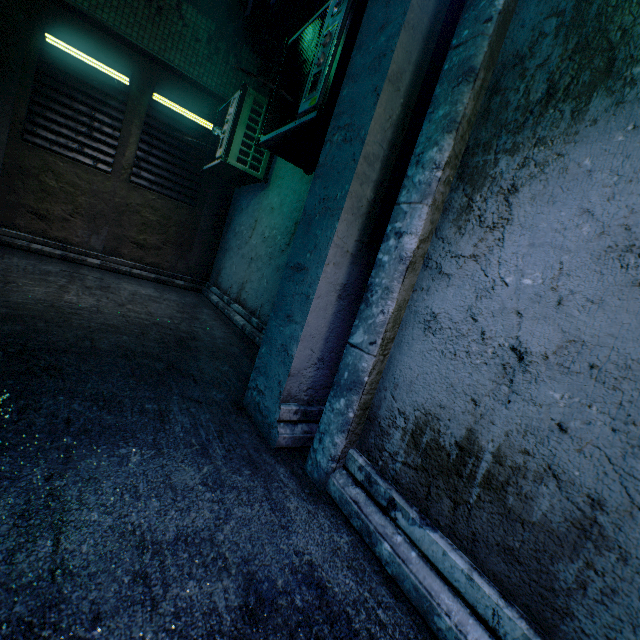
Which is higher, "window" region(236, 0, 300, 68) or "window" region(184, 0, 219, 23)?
"window" region(236, 0, 300, 68)

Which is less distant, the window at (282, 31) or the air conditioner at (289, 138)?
the air conditioner at (289, 138)

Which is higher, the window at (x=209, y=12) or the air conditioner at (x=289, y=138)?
the window at (x=209, y=12)

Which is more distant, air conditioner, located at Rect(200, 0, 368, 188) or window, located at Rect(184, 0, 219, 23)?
window, located at Rect(184, 0, 219, 23)

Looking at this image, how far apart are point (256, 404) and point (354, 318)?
0.7 meters

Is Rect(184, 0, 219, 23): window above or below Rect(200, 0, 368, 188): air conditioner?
above
